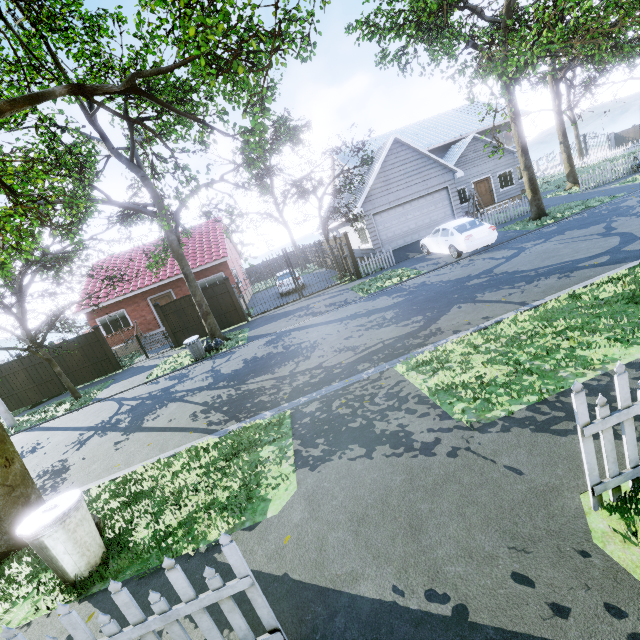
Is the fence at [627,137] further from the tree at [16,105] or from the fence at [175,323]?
the tree at [16,105]

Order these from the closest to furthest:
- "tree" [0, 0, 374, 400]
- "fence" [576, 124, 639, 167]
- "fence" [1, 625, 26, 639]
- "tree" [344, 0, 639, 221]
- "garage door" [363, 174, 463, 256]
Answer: "fence" [1, 625, 26, 639], "tree" [0, 0, 374, 400], "tree" [344, 0, 639, 221], "garage door" [363, 174, 463, 256], "fence" [576, 124, 639, 167]

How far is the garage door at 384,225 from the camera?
19.14m

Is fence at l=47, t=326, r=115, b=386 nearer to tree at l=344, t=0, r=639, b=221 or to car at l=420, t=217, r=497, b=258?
tree at l=344, t=0, r=639, b=221

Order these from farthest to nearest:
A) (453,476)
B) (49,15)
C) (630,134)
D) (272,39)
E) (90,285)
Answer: (630,134), (90,285), (49,15), (272,39), (453,476)

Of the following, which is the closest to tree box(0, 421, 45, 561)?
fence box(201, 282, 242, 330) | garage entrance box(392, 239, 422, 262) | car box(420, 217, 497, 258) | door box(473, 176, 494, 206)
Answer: fence box(201, 282, 242, 330)

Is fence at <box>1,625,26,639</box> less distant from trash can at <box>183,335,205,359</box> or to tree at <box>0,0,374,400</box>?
tree at <box>0,0,374,400</box>

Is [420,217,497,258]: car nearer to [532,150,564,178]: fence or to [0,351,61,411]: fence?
[0,351,61,411]: fence
